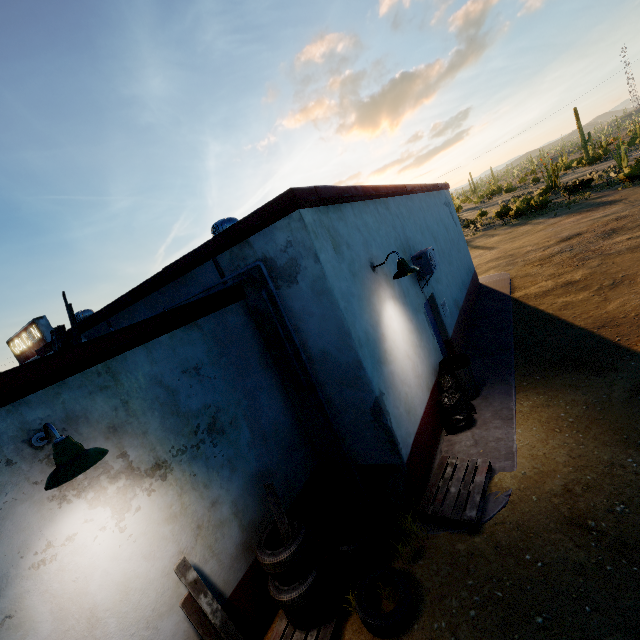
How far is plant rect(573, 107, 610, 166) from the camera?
57.4 meters

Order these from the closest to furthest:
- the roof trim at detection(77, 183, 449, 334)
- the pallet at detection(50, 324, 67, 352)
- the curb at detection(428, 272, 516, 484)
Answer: the roof trim at detection(77, 183, 449, 334)
the curb at detection(428, 272, 516, 484)
the pallet at detection(50, 324, 67, 352)

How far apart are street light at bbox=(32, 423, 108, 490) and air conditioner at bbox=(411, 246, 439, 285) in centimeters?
667cm

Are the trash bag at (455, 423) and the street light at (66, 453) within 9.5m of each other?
yes

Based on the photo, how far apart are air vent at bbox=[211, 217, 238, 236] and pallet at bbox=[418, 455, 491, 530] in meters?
5.4 m

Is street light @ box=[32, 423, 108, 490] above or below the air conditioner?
above

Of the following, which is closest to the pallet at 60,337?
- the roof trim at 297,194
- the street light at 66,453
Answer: the roof trim at 297,194

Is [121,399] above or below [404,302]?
above
